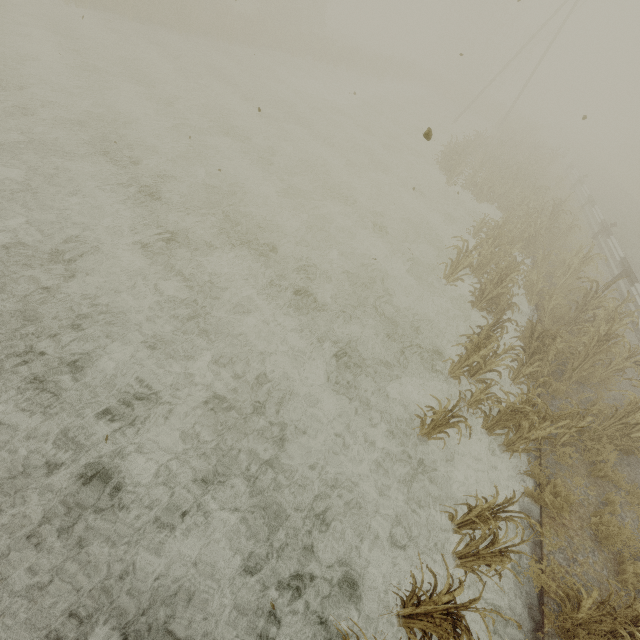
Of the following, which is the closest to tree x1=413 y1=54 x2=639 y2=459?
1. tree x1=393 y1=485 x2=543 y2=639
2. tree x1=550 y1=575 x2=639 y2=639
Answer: tree x1=393 y1=485 x2=543 y2=639

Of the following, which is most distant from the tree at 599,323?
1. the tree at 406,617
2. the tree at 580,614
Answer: the tree at 580,614

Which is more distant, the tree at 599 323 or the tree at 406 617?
the tree at 599 323

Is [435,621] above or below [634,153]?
below

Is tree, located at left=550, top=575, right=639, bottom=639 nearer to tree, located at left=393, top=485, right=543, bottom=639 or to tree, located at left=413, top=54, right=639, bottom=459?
tree, located at left=393, top=485, right=543, bottom=639

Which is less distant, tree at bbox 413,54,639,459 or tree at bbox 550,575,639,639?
tree at bbox 550,575,639,639
